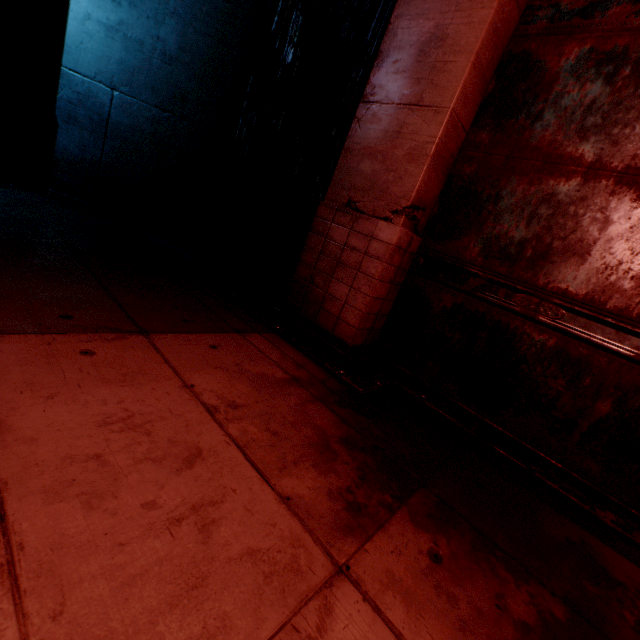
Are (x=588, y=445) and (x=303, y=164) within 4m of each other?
no
